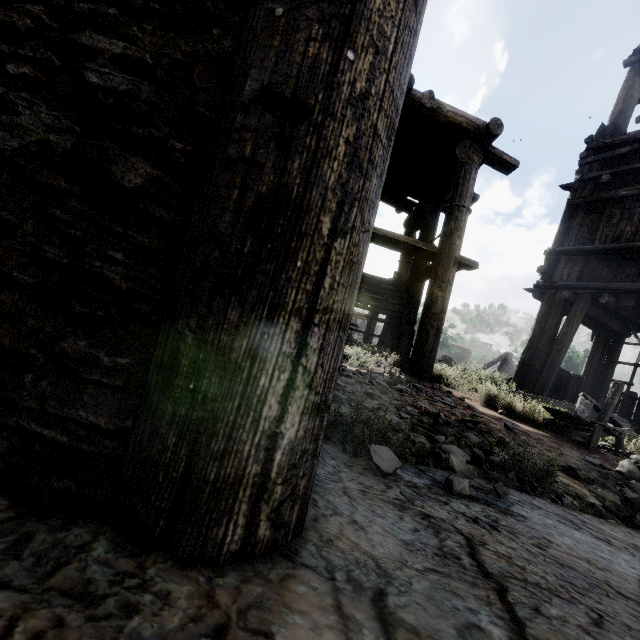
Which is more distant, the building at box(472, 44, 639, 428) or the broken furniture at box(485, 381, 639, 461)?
the building at box(472, 44, 639, 428)

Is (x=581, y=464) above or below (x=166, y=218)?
below

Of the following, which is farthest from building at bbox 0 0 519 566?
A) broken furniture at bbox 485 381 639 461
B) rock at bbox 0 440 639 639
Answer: broken furniture at bbox 485 381 639 461

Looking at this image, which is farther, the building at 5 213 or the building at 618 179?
the building at 618 179

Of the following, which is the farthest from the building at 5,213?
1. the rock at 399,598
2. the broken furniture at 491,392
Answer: the broken furniture at 491,392

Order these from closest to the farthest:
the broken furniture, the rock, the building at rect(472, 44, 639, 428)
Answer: the rock < the broken furniture < the building at rect(472, 44, 639, 428)

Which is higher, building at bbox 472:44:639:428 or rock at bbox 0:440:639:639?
building at bbox 472:44:639:428
